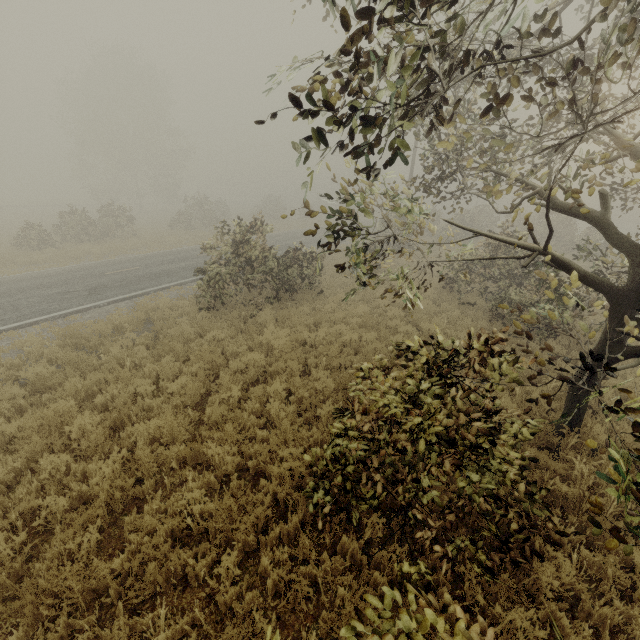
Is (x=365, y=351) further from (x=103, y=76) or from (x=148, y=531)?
(x=103, y=76)
